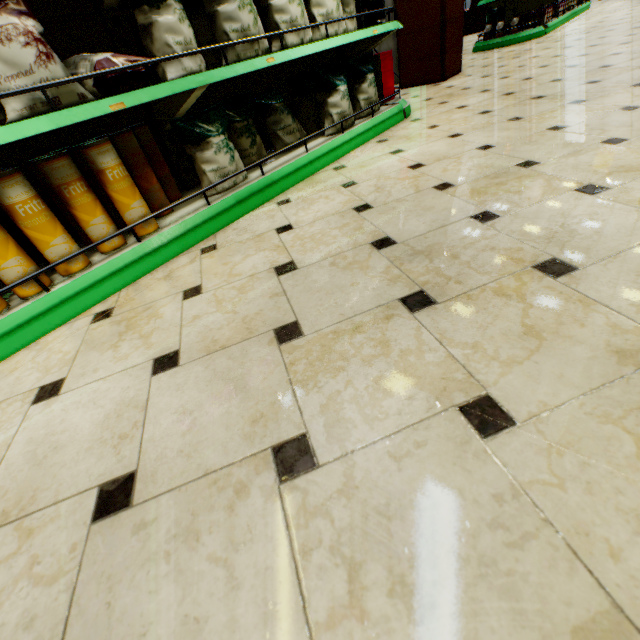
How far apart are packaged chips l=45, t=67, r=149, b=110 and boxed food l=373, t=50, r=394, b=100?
1.7m

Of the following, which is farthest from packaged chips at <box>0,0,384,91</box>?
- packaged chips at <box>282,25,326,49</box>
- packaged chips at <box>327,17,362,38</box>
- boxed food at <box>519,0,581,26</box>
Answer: boxed food at <box>519,0,581,26</box>

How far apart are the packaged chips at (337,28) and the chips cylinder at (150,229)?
2.22m

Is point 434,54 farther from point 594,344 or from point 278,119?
point 594,344

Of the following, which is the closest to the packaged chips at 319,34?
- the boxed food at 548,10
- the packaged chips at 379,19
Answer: the packaged chips at 379,19

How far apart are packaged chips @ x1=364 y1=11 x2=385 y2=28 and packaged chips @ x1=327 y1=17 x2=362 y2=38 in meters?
0.2

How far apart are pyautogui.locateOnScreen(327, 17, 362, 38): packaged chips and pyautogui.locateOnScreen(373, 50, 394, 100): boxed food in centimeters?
38cm

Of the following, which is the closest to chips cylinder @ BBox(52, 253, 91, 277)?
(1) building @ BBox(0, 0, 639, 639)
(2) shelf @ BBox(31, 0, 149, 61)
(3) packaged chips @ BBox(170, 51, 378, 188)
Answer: (2) shelf @ BBox(31, 0, 149, 61)
